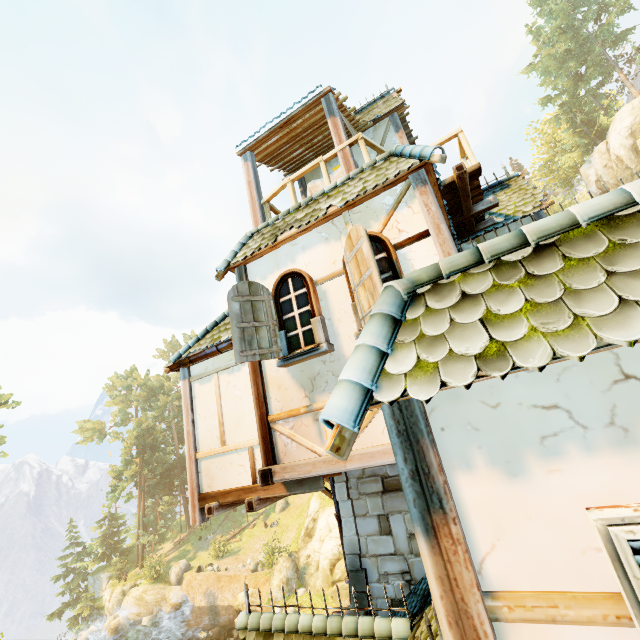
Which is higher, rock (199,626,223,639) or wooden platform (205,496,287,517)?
wooden platform (205,496,287,517)

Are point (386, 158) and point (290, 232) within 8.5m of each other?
yes

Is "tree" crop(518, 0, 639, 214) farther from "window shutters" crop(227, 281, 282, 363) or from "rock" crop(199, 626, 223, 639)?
"window shutters" crop(227, 281, 282, 363)

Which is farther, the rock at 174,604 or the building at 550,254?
the rock at 174,604

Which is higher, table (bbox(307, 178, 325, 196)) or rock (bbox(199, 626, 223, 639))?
table (bbox(307, 178, 325, 196))

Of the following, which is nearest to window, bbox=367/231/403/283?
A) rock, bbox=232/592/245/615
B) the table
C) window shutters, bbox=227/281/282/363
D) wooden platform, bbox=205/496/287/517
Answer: window shutters, bbox=227/281/282/363

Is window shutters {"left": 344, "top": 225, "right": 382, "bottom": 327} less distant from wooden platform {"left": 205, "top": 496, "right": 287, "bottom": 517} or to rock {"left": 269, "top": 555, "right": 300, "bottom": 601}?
wooden platform {"left": 205, "top": 496, "right": 287, "bottom": 517}

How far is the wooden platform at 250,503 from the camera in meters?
5.4
